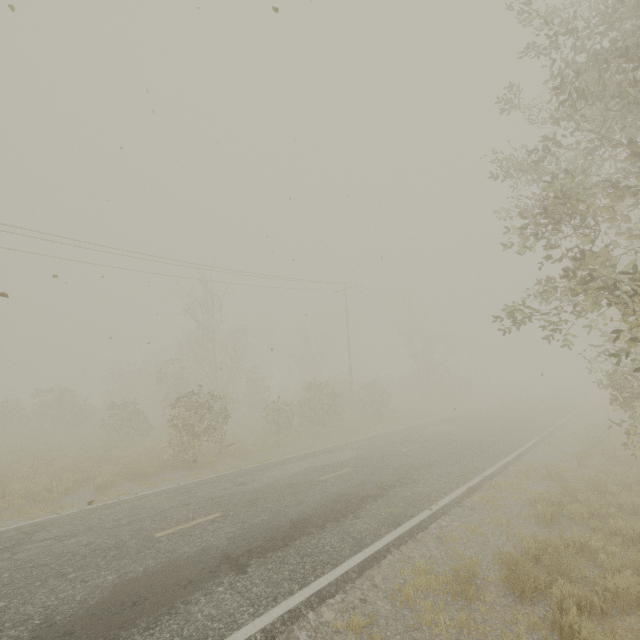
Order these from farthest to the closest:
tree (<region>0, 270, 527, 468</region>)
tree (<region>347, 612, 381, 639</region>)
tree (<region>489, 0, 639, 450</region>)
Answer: tree (<region>0, 270, 527, 468</region>), tree (<region>489, 0, 639, 450</region>), tree (<region>347, 612, 381, 639</region>)

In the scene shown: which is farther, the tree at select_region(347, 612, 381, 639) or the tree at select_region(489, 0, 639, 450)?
the tree at select_region(489, 0, 639, 450)

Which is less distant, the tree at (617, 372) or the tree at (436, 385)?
the tree at (617, 372)

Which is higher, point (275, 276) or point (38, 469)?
point (275, 276)

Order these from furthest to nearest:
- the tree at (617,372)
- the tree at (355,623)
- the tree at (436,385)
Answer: the tree at (436,385) → the tree at (617,372) → the tree at (355,623)

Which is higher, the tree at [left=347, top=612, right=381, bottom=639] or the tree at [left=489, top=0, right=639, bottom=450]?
the tree at [left=489, top=0, right=639, bottom=450]
